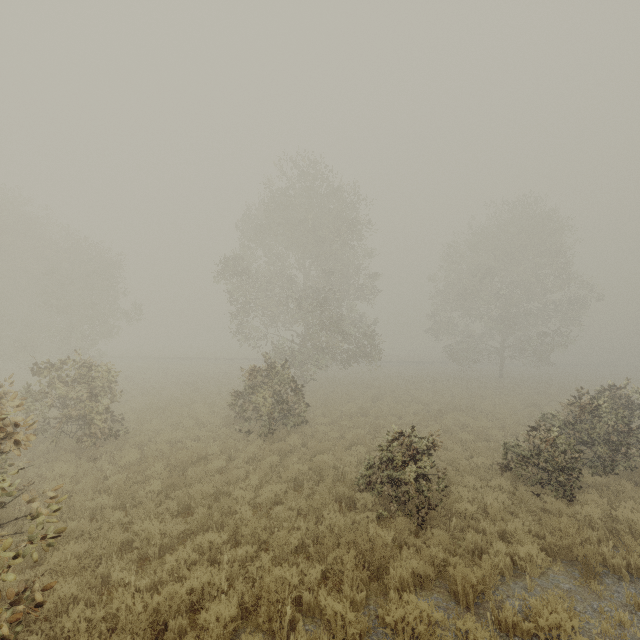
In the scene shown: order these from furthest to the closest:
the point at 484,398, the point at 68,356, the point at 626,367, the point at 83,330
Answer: the point at 626,367 → the point at 83,330 → the point at 484,398 → the point at 68,356

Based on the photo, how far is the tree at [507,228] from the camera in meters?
29.3 m

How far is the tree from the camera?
29.3m
